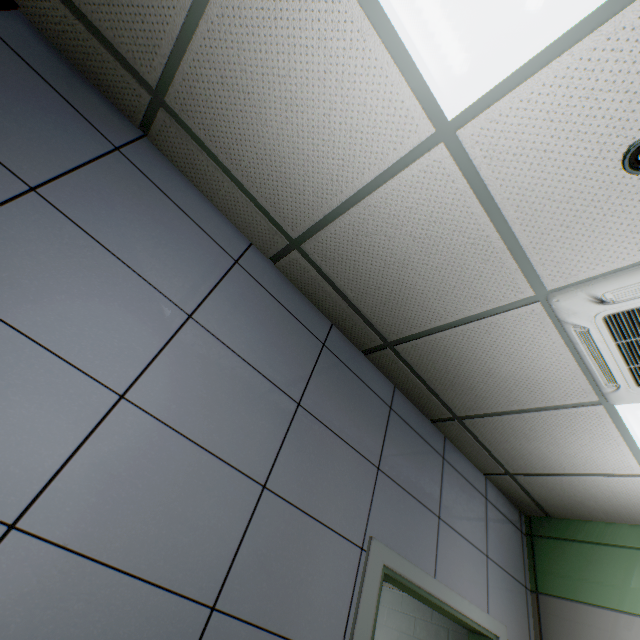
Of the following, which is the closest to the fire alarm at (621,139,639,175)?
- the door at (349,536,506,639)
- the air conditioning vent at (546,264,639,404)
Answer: the air conditioning vent at (546,264,639,404)

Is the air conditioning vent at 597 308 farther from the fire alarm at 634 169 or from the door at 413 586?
the door at 413 586

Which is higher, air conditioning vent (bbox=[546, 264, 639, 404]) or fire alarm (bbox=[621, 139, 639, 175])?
fire alarm (bbox=[621, 139, 639, 175])

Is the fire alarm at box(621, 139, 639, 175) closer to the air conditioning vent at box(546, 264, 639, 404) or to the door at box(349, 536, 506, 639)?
the air conditioning vent at box(546, 264, 639, 404)

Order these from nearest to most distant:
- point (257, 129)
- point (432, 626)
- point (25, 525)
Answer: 1. point (25, 525)
2. point (257, 129)
3. point (432, 626)

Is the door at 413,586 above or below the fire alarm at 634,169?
below
